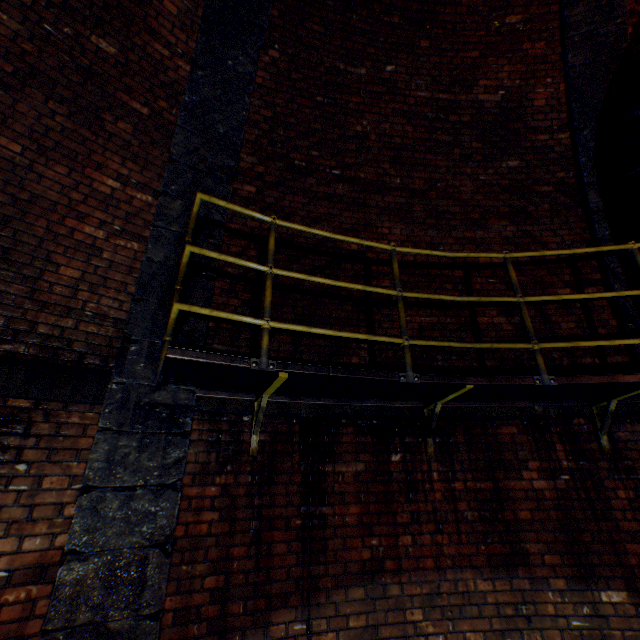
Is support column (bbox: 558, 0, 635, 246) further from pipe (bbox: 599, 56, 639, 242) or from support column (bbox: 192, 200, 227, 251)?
support column (bbox: 192, 200, 227, 251)

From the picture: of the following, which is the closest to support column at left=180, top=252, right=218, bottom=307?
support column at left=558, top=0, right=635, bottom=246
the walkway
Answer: the walkway

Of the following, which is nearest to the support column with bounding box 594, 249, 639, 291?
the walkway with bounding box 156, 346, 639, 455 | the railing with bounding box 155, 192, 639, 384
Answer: the walkway with bounding box 156, 346, 639, 455

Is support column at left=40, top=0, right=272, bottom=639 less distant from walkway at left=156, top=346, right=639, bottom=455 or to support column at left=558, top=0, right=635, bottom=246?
walkway at left=156, top=346, right=639, bottom=455

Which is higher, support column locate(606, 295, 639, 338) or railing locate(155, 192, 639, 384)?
support column locate(606, 295, 639, 338)

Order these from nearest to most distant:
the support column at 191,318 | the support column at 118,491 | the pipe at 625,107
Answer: the support column at 118,491, the support column at 191,318, the pipe at 625,107

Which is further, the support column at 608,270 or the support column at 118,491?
the support column at 608,270

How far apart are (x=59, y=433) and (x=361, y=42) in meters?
5.5 m
